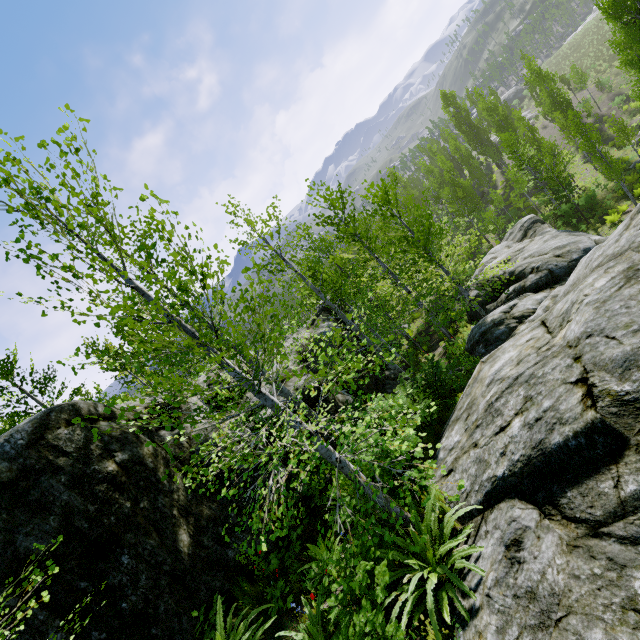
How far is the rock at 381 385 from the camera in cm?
1547

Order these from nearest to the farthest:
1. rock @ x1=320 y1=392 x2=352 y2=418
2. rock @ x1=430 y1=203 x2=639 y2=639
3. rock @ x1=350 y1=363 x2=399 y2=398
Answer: rock @ x1=430 y1=203 x2=639 y2=639 < rock @ x1=320 y1=392 x2=352 y2=418 < rock @ x1=350 y1=363 x2=399 y2=398

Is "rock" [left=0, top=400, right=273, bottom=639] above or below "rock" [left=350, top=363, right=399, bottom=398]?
above

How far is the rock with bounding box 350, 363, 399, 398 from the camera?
15.5m

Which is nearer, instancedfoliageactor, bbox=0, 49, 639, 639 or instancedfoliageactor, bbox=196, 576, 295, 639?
instancedfoliageactor, bbox=0, 49, 639, 639

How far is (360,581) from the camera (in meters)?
4.23
